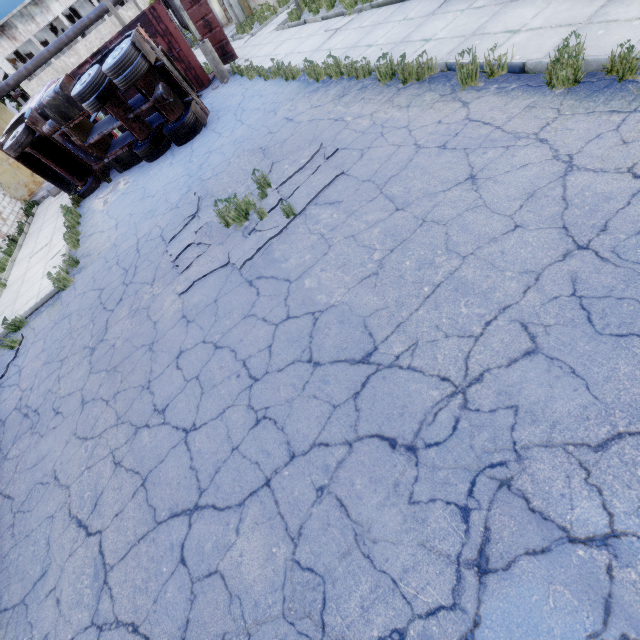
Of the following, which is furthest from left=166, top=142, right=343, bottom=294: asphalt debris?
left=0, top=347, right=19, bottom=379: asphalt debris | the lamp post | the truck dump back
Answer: the truck dump back

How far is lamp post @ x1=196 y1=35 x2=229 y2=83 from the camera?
12.80m

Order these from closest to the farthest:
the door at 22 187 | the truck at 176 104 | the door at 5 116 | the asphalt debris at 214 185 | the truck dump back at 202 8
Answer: the asphalt debris at 214 185 < the truck at 176 104 < the truck dump back at 202 8 < the door at 22 187 < the door at 5 116

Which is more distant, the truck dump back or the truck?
the truck dump back

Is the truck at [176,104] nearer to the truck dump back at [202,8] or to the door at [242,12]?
the truck dump back at [202,8]

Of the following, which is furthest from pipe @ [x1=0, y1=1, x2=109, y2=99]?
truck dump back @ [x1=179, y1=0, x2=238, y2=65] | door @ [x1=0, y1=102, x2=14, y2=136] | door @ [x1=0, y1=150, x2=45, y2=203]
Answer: truck dump back @ [x1=179, y1=0, x2=238, y2=65]

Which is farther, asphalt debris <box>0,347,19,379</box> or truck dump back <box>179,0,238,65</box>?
truck dump back <box>179,0,238,65</box>

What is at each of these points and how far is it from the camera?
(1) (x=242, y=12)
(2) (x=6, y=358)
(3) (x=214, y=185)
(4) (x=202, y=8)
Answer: (1) door, 20.45m
(2) asphalt debris, 7.32m
(3) asphalt debris, 7.46m
(4) truck dump back, 13.71m
